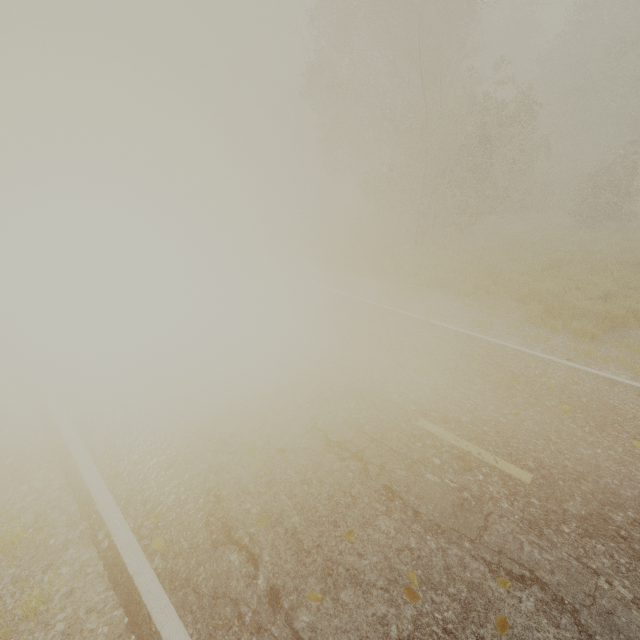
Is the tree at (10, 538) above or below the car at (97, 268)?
below

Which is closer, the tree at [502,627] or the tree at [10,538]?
the tree at [502,627]

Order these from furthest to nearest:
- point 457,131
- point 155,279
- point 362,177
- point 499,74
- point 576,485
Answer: point 499,74 → point 362,177 → point 457,131 → point 155,279 → point 576,485

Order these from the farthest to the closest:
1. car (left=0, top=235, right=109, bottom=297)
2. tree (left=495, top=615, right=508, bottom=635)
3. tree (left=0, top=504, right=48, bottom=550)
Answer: car (left=0, top=235, right=109, bottom=297) < tree (left=0, top=504, right=48, bottom=550) < tree (left=495, top=615, right=508, bottom=635)

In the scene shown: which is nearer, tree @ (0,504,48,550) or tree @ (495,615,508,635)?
tree @ (495,615,508,635)

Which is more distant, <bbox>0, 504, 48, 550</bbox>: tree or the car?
the car

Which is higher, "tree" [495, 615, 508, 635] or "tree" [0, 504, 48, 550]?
"tree" [495, 615, 508, 635]
